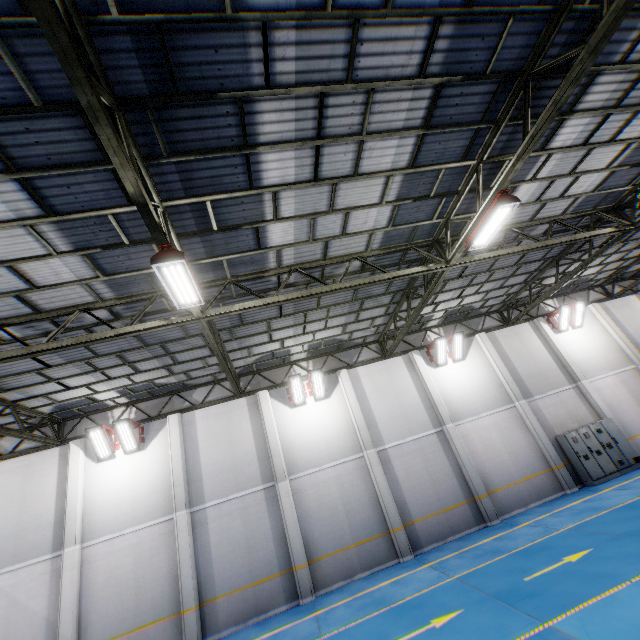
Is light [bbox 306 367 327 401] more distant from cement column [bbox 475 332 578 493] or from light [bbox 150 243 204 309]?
cement column [bbox 475 332 578 493]

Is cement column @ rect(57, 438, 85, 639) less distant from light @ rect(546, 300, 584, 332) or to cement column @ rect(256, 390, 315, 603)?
cement column @ rect(256, 390, 315, 603)

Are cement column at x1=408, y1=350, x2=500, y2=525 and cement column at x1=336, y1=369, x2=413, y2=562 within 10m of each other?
yes

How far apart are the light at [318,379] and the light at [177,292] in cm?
808

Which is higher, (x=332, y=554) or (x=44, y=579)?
(x=44, y=579)

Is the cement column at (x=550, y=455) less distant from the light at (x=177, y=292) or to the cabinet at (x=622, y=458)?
the cabinet at (x=622, y=458)

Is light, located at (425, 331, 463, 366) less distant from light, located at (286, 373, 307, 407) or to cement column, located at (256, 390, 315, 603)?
light, located at (286, 373, 307, 407)

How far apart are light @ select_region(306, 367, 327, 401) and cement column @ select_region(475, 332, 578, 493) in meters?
8.7 m
